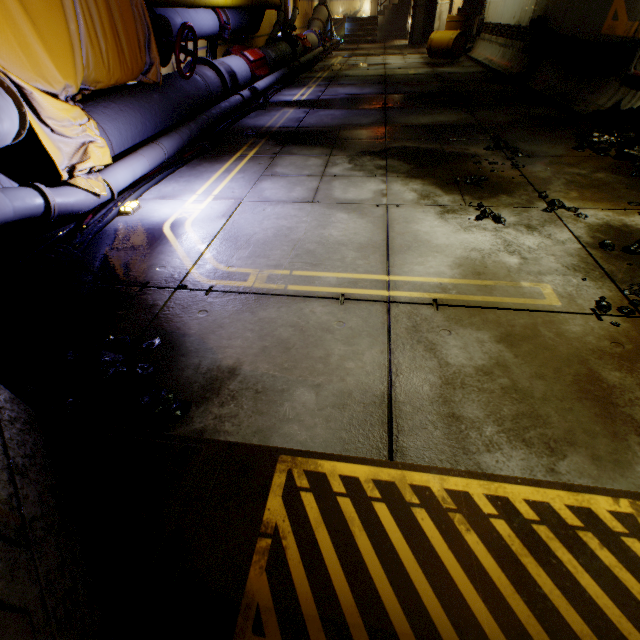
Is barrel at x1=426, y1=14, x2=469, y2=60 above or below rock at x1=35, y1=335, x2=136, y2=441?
above

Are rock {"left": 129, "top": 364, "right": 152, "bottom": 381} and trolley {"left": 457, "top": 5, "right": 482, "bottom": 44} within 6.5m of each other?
no

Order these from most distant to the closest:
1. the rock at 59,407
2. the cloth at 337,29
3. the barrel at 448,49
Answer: the cloth at 337,29 < the barrel at 448,49 < the rock at 59,407

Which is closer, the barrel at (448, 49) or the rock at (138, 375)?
A: the rock at (138, 375)

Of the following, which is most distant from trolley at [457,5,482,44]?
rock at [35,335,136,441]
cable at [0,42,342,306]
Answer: rock at [35,335,136,441]

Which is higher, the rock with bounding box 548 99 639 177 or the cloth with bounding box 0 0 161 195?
the cloth with bounding box 0 0 161 195

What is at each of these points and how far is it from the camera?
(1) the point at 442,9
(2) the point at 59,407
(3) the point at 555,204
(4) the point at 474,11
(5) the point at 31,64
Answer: (1) metal pillar, 19.7m
(2) rock, 1.6m
(3) rock, 3.0m
(4) trolley, 15.4m
(5) cloth, 2.8m

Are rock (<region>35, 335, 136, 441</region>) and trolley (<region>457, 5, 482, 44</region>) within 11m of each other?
no
